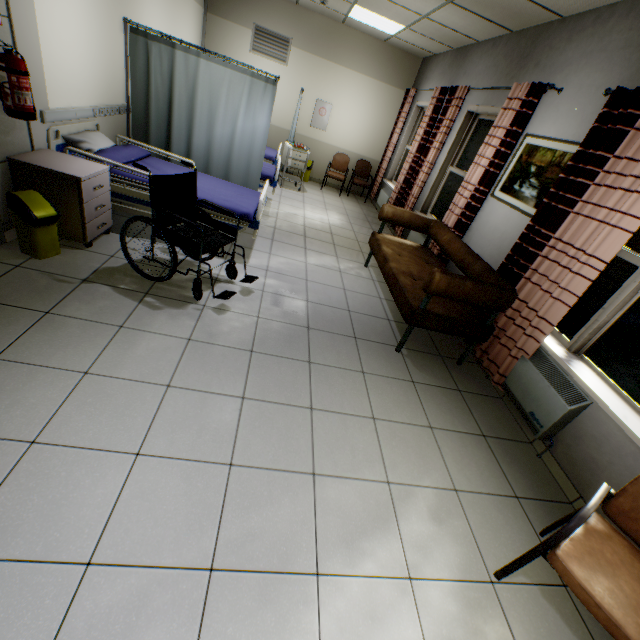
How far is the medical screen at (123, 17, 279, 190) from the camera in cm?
394

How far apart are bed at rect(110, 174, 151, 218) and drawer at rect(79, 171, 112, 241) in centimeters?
51cm

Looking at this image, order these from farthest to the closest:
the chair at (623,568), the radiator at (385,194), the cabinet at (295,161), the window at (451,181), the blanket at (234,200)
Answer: the radiator at (385,194)
the cabinet at (295,161)
the window at (451,181)
the blanket at (234,200)
the chair at (623,568)

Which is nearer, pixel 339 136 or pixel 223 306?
pixel 223 306

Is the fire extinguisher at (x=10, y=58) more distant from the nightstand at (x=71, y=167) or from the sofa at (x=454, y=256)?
the sofa at (x=454, y=256)

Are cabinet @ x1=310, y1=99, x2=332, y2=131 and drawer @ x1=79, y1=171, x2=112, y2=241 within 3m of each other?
no

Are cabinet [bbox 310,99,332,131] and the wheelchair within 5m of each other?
no

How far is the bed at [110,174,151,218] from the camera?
3.3m
